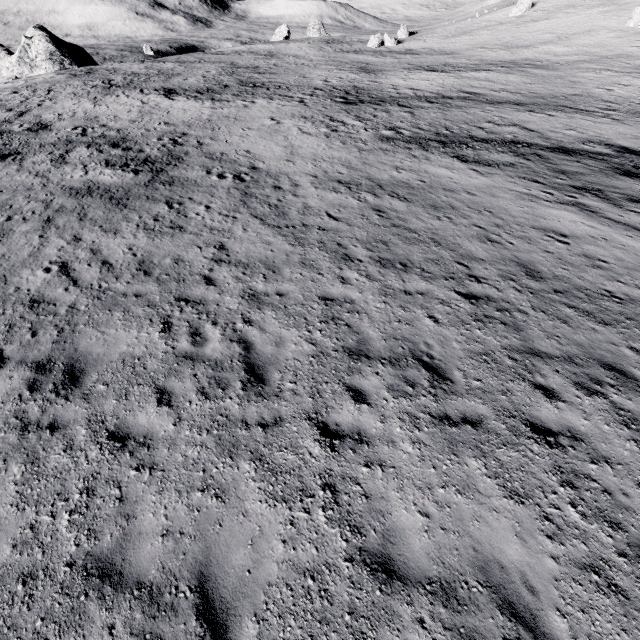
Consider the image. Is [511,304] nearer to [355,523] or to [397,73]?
[355,523]

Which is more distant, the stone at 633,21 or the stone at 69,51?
the stone at 633,21

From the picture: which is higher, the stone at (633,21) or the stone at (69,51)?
the stone at (633,21)

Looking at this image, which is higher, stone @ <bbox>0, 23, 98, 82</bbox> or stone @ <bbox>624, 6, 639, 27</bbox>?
stone @ <bbox>624, 6, 639, 27</bbox>

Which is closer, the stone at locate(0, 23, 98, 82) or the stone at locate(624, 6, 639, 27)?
the stone at locate(0, 23, 98, 82)
